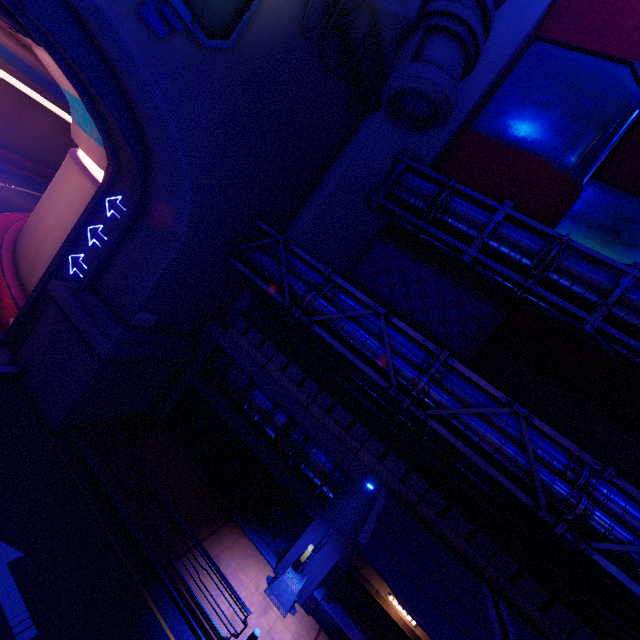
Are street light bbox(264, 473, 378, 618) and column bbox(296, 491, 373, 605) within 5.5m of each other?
yes

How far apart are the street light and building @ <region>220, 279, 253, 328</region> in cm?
864

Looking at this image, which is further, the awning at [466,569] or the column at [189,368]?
the column at [189,368]

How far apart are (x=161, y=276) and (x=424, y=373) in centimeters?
Result: 1005cm

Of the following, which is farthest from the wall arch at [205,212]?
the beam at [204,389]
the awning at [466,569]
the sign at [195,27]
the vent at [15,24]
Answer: the awning at [466,569]

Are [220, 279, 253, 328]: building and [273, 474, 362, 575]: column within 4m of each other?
no

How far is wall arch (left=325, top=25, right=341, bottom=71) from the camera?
10.99m

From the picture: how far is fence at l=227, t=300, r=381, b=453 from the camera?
12.2 meters
